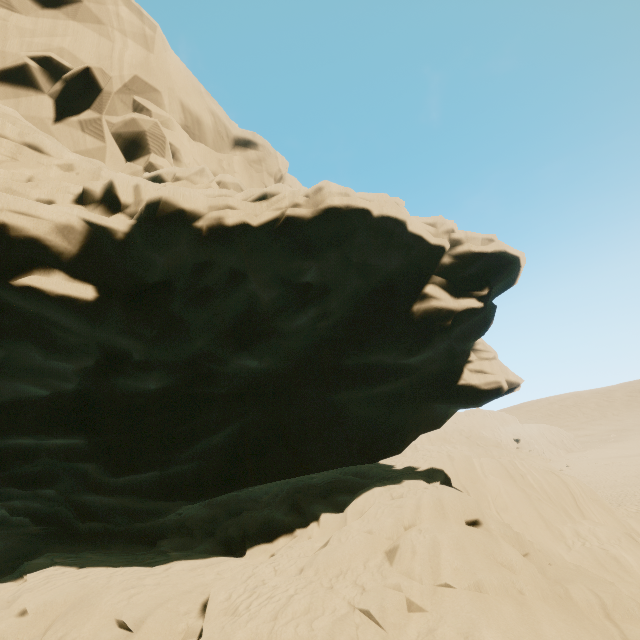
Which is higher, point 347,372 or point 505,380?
point 347,372
